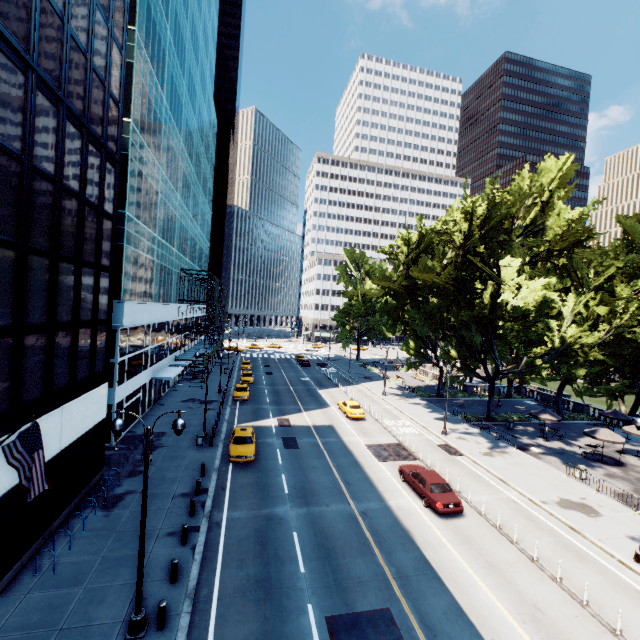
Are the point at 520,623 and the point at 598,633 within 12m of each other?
yes

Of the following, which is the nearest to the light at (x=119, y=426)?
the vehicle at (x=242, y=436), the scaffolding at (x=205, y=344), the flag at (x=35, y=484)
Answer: the flag at (x=35, y=484)

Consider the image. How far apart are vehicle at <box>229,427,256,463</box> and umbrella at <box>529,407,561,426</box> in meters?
27.8

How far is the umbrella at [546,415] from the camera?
31.8 meters

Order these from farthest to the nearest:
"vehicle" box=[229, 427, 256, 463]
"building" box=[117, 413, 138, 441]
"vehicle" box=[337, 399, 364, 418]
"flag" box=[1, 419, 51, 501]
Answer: "vehicle" box=[337, 399, 364, 418], "building" box=[117, 413, 138, 441], "vehicle" box=[229, 427, 256, 463], "flag" box=[1, 419, 51, 501]

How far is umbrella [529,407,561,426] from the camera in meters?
31.8

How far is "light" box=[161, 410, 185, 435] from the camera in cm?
1068

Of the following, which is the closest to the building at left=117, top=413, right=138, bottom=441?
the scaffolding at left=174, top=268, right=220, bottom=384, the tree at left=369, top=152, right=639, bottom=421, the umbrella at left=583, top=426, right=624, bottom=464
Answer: the scaffolding at left=174, top=268, right=220, bottom=384
